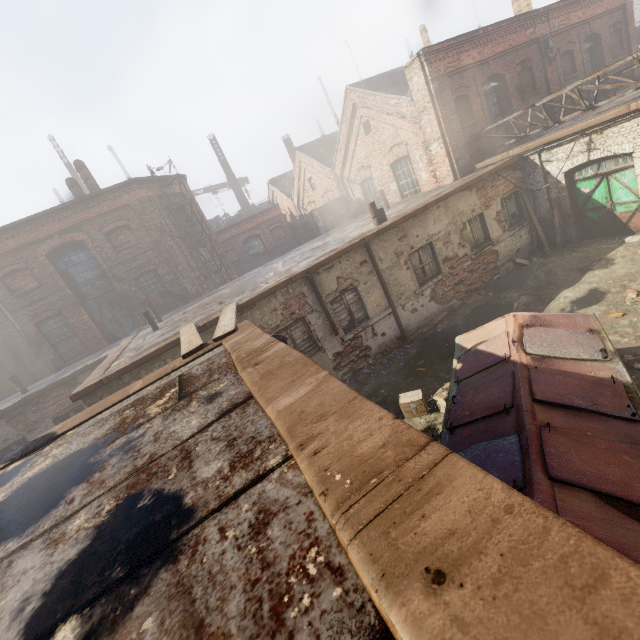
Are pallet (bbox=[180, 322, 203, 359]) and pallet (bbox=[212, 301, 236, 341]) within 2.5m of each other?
yes

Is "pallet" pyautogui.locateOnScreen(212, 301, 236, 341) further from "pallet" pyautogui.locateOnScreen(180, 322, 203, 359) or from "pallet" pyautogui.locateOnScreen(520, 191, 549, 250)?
"pallet" pyautogui.locateOnScreen(520, 191, 549, 250)

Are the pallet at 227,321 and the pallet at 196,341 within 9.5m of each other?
yes

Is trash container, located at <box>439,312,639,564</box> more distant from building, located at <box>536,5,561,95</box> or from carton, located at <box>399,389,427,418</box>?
building, located at <box>536,5,561,95</box>

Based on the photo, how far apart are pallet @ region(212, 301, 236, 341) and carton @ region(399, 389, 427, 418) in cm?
404

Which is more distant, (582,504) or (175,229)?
(175,229)

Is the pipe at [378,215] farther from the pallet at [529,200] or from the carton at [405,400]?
the carton at [405,400]

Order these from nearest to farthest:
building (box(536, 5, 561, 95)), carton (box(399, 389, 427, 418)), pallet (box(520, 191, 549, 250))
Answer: carton (box(399, 389, 427, 418))
pallet (box(520, 191, 549, 250))
building (box(536, 5, 561, 95))
